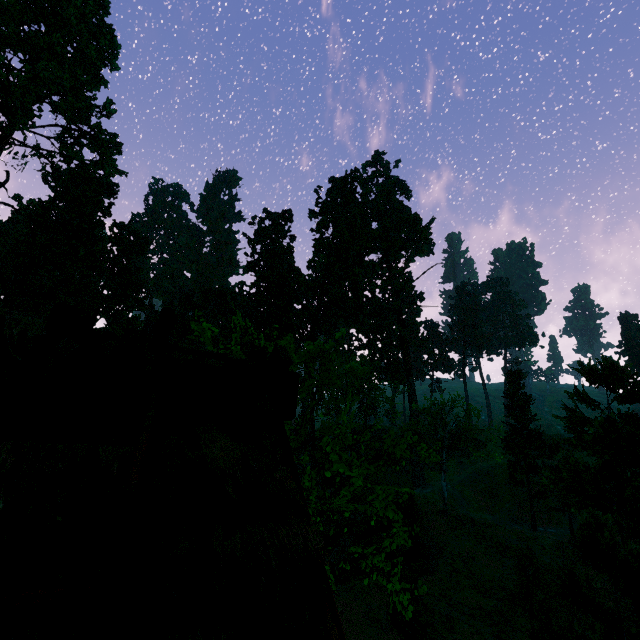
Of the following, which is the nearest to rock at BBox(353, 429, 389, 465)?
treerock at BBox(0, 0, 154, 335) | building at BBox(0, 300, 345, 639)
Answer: treerock at BBox(0, 0, 154, 335)

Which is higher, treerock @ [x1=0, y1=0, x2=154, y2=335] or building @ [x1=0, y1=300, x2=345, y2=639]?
treerock @ [x1=0, y1=0, x2=154, y2=335]

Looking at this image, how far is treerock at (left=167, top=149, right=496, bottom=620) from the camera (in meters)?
7.09

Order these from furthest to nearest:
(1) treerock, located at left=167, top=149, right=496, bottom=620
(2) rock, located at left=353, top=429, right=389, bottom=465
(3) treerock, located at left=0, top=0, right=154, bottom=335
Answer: (2) rock, located at left=353, top=429, right=389, bottom=465 → (3) treerock, located at left=0, top=0, right=154, bottom=335 → (1) treerock, located at left=167, top=149, right=496, bottom=620

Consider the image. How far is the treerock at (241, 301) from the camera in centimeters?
709cm

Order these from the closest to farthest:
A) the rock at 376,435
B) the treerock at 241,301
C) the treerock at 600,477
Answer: the treerock at 600,477 < the treerock at 241,301 < the rock at 376,435

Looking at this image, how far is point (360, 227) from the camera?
42.2m
